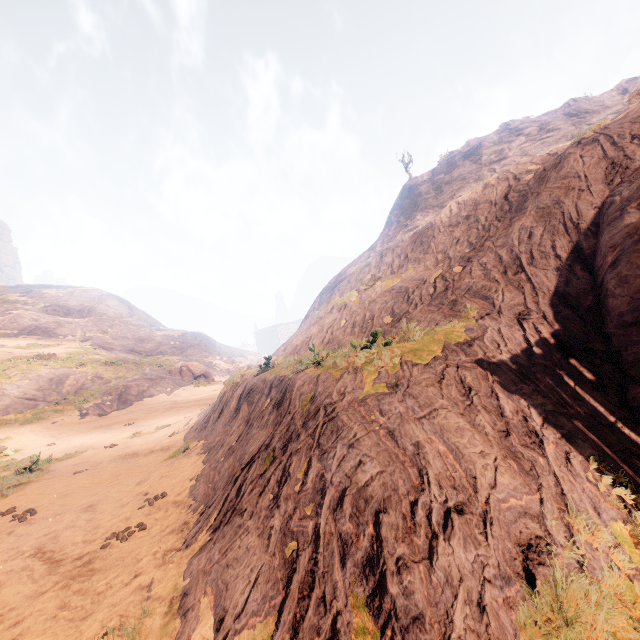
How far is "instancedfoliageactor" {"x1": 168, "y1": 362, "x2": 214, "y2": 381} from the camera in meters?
39.1

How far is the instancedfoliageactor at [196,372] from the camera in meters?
39.1

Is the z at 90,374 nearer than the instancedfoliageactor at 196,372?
Yes

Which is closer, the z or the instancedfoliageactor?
the z

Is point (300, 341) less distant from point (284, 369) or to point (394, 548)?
point (284, 369)
